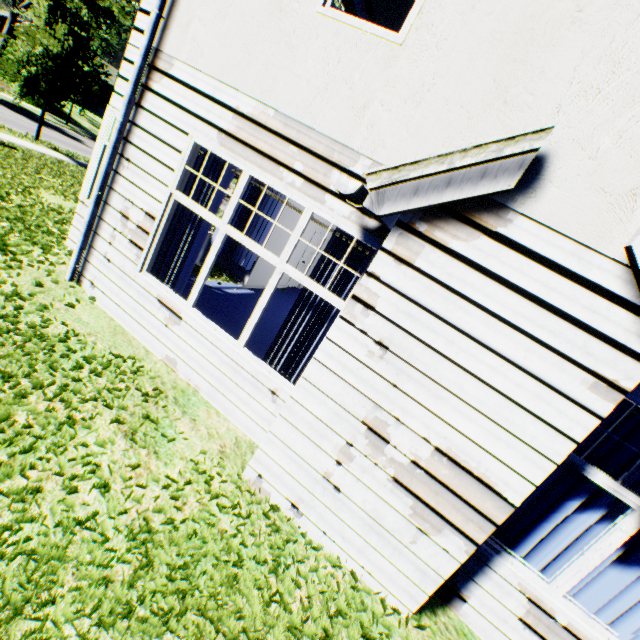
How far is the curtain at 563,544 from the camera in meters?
3.1

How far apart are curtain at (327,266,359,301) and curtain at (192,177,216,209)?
1.82m

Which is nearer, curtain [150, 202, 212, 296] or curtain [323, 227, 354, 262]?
curtain [323, 227, 354, 262]

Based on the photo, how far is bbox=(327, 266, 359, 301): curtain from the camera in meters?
3.7

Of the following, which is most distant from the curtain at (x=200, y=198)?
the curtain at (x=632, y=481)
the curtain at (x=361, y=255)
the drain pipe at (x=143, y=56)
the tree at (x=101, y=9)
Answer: the tree at (x=101, y=9)

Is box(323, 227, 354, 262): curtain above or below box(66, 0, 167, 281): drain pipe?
below

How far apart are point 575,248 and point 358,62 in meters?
2.7 m
